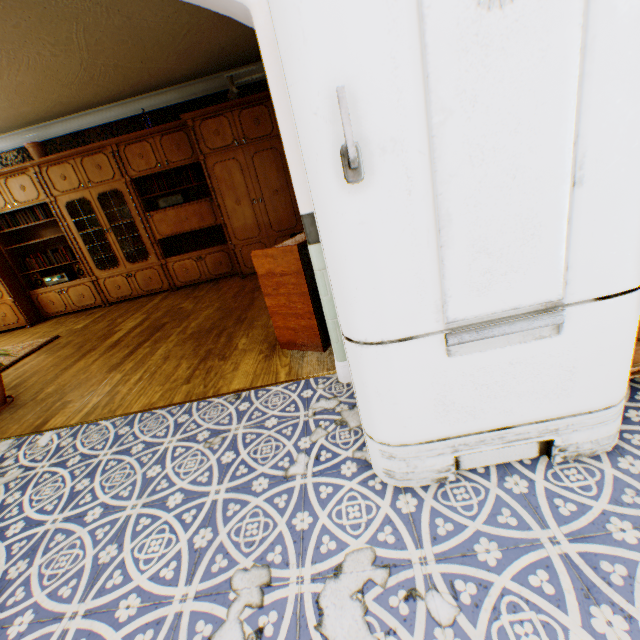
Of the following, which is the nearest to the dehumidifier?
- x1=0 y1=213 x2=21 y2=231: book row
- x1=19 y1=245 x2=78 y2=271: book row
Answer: x1=19 y1=245 x2=78 y2=271: book row

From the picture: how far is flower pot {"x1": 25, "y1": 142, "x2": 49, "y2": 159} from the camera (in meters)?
5.28

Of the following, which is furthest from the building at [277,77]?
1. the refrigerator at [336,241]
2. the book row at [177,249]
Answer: the book row at [177,249]

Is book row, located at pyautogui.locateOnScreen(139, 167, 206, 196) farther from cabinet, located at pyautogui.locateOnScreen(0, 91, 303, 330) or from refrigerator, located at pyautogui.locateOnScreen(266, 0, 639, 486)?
refrigerator, located at pyautogui.locateOnScreen(266, 0, 639, 486)

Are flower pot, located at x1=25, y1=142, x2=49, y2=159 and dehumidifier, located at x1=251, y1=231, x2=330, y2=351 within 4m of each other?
no

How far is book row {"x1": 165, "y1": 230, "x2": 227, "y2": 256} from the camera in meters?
5.9 m

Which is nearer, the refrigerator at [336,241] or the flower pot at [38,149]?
the refrigerator at [336,241]

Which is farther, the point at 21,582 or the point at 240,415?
the point at 240,415
